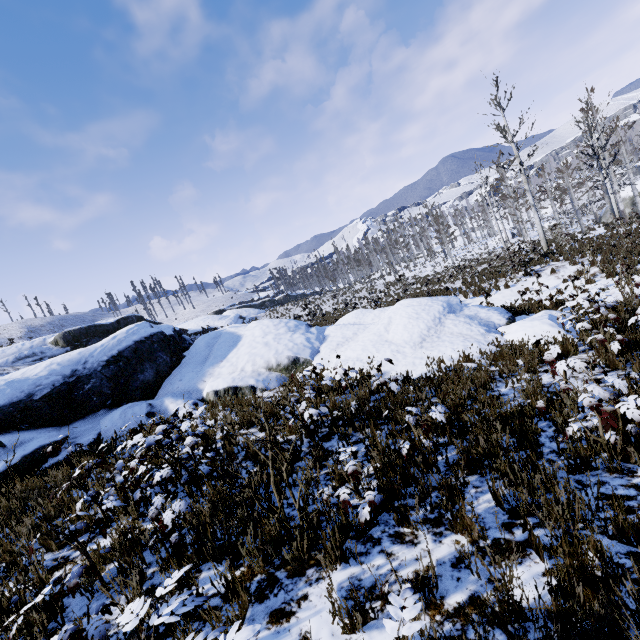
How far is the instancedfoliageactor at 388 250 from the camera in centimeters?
2908cm

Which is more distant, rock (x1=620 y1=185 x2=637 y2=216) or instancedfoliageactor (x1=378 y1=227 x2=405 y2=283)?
rock (x1=620 y1=185 x2=637 y2=216)

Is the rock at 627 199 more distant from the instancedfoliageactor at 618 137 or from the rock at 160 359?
the rock at 160 359

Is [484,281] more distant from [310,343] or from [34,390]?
[34,390]

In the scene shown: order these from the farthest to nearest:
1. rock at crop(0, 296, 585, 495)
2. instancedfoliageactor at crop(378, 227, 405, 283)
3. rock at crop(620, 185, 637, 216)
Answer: rock at crop(620, 185, 637, 216)
instancedfoliageactor at crop(378, 227, 405, 283)
rock at crop(0, 296, 585, 495)

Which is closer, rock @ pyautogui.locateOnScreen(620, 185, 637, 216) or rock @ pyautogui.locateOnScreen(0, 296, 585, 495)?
rock @ pyautogui.locateOnScreen(0, 296, 585, 495)

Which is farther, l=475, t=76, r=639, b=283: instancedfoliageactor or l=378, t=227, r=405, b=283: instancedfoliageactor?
l=378, t=227, r=405, b=283: instancedfoliageactor
